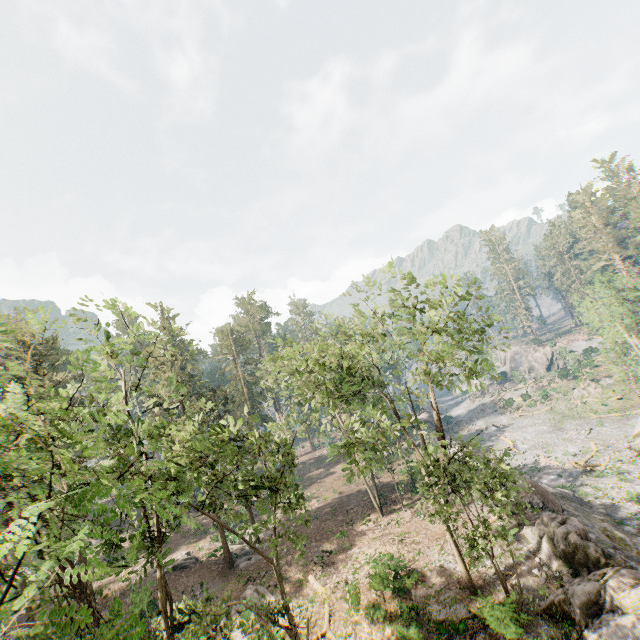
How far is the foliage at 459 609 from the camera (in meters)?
17.11

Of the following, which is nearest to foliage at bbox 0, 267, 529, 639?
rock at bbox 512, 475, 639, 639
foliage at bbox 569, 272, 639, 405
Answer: rock at bbox 512, 475, 639, 639

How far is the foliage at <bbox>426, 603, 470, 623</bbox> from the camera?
17.1m

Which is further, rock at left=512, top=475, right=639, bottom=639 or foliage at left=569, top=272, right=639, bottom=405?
foliage at left=569, top=272, right=639, bottom=405

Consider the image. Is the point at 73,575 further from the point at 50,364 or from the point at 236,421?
the point at 236,421

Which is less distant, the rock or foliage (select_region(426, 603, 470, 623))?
the rock

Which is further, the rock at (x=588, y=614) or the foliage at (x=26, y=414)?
the rock at (x=588, y=614)
